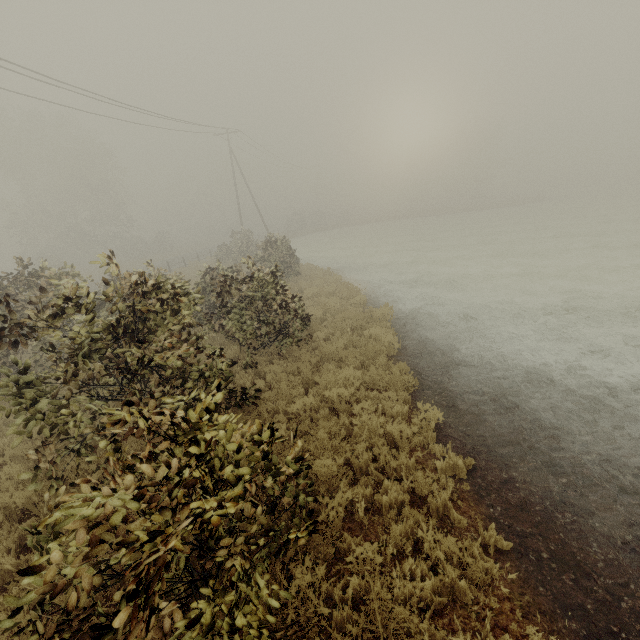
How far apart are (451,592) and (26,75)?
21.28m
